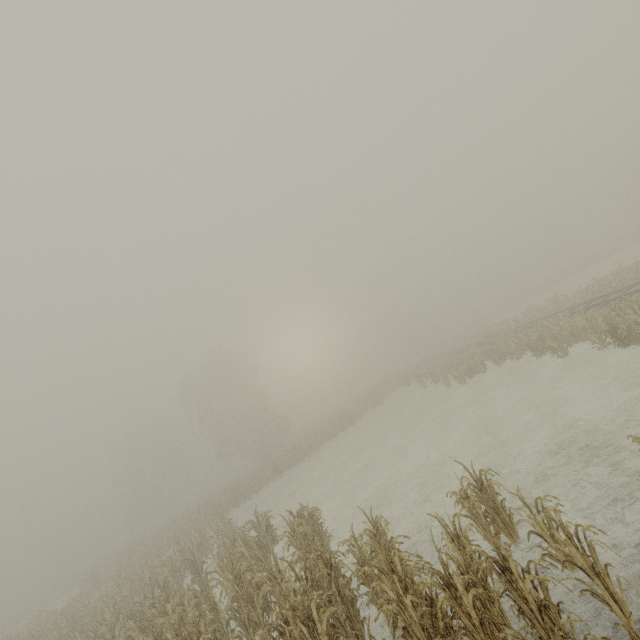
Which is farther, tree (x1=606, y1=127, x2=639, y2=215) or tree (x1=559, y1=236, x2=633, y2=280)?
tree (x1=606, y1=127, x2=639, y2=215)

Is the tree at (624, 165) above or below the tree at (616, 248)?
above

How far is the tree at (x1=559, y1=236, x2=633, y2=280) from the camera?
41.25m

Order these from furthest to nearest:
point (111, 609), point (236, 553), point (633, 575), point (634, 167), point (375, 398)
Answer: point (634, 167) < point (375, 398) < point (111, 609) < point (236, 553) < point (633, 575)

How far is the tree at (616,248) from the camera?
41.25m

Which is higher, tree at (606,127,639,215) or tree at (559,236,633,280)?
tree at (606,127,639,215)
